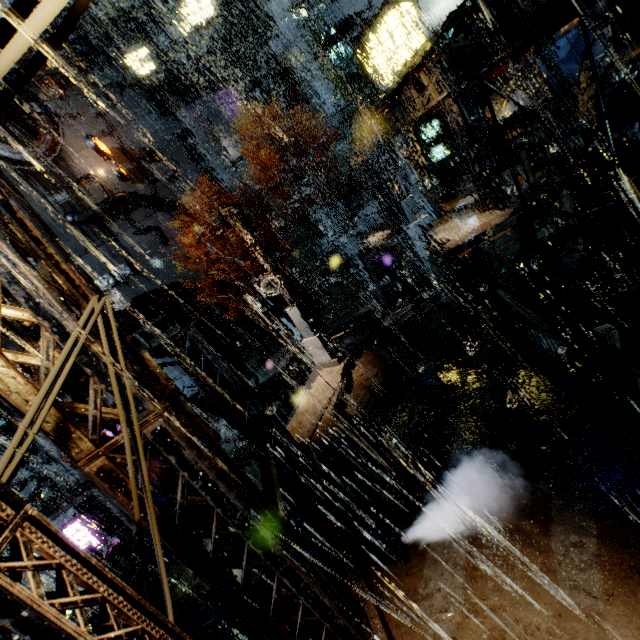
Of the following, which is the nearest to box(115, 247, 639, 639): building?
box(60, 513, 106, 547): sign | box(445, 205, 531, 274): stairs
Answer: box(445, 205, 531, 274): stairs

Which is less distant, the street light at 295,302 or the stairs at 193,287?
the street light at 295,302

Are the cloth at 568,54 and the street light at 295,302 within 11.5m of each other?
no

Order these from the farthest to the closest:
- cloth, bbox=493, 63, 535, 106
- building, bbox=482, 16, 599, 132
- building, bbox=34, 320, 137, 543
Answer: cloth, bbox=493, 63, 535, 106
building, bbox=482, 16, 599, 132
building, bbox=34, 320, 137, 543

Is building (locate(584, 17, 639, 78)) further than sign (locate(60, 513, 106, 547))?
No

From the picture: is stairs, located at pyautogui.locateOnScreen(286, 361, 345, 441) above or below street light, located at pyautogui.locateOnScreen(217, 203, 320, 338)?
below

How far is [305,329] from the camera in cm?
→ 1309

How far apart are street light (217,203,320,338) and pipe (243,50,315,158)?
34.69m
